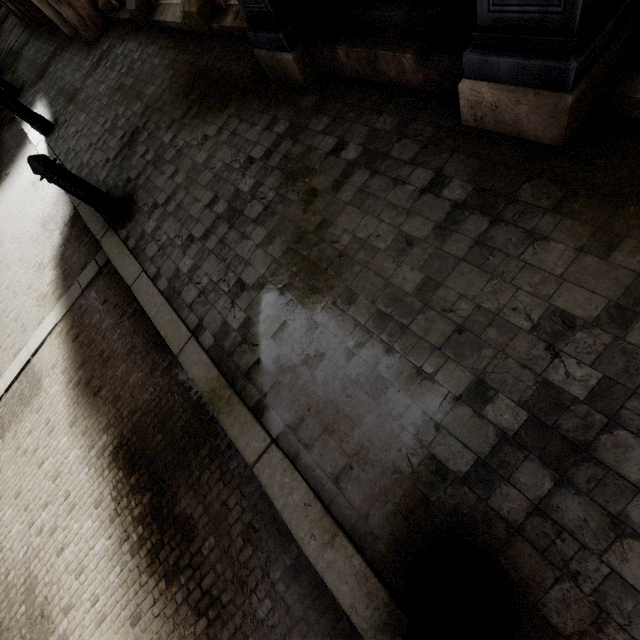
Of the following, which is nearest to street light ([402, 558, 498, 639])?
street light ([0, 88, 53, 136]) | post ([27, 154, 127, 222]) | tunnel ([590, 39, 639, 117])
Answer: tunnel ([590, 39, 639, 117])

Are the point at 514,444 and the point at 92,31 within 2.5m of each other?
no

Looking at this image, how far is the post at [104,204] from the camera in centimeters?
338cm

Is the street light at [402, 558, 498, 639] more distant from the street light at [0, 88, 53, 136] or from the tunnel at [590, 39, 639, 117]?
the street light at [0, 88, 53, 136]

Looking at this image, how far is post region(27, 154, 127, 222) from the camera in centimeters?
338cm

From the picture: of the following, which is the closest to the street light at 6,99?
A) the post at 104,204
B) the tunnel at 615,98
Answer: the post at 104,204

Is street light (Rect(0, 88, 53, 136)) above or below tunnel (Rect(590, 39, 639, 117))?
above

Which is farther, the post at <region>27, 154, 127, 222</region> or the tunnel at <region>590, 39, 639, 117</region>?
the post at <region>27, 154, 127, 222</region>
